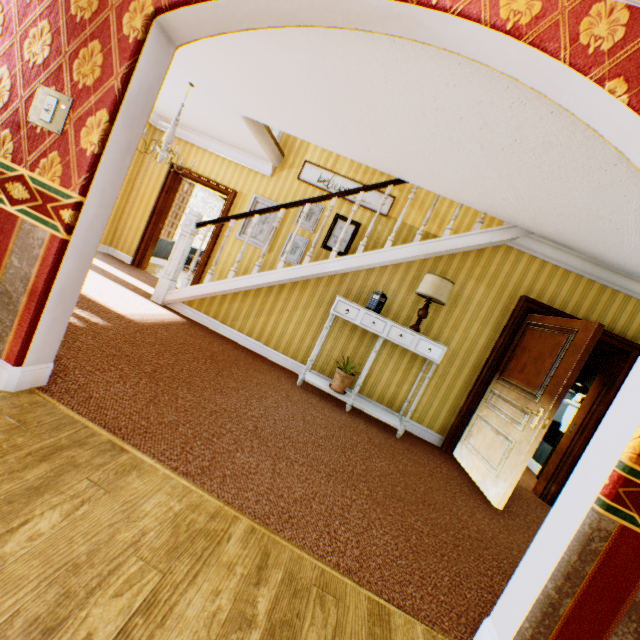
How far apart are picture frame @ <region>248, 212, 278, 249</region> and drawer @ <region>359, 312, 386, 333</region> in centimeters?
329cm

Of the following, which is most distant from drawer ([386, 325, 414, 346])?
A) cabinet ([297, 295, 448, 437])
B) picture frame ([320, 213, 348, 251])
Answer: picture frame ([320, 213, 348, 251])

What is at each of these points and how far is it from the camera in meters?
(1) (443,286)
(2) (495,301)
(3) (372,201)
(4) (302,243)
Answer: (1) lamp, 4.1 m
(2) building, 4.5 m
(3) picture frame, 6.3 m
(4) picture frame, 6.6 m

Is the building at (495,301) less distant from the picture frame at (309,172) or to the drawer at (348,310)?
the picture frame at (309,172)

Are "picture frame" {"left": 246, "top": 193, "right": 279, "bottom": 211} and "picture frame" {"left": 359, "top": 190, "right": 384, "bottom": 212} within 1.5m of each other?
yes

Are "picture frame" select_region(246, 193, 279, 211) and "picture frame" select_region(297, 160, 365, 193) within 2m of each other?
yes

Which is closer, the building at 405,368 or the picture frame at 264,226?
the building at 405,368

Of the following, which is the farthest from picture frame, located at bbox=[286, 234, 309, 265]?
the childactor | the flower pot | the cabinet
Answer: the childactor
